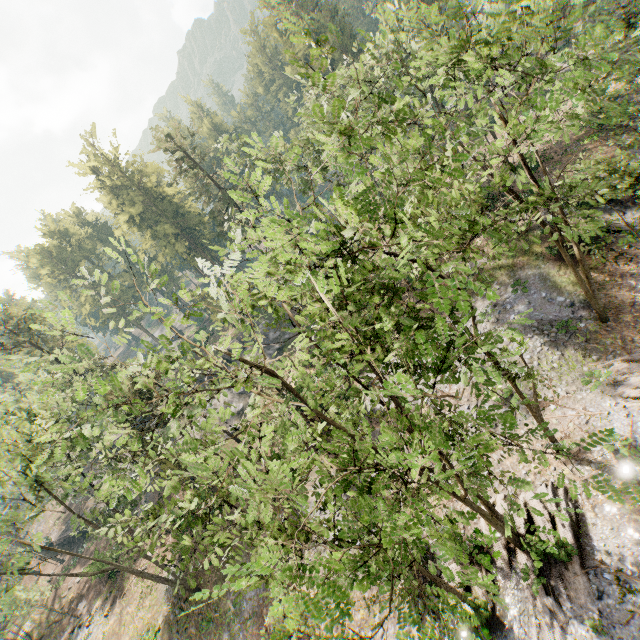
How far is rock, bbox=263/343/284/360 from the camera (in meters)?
43.28

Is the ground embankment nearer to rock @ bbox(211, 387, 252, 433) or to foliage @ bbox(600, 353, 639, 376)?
foliage @ bbox(600, 353, 639, 376)

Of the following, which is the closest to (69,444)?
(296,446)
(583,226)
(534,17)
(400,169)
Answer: (296,446)

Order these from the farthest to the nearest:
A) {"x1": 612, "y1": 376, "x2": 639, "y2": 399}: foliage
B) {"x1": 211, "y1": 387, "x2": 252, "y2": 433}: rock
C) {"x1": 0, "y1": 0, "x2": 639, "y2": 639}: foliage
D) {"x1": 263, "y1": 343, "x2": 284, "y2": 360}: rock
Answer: {"x1": 263, "y1": 343, "x2": 284, "y2": 360}: rock, {"x1": 211, "y1": 387, "x2": 252, "y2": 433}: rock, {"x1": 612, "y1": 376, "x2": 639, "y2": 399}: foliage, {"x1": 0, "y1": 0, "x2": 639, "y2": 639}: foliage

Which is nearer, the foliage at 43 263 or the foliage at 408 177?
the foliage at 408 177

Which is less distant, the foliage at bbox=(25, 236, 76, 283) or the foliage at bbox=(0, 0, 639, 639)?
the foliage at bbox=(0, 0, 639, 639)

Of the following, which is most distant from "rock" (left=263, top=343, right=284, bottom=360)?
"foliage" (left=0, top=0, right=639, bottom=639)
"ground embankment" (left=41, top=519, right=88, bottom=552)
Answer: "ground embankment" (left=41, top=519, right=88, bottom=552)
